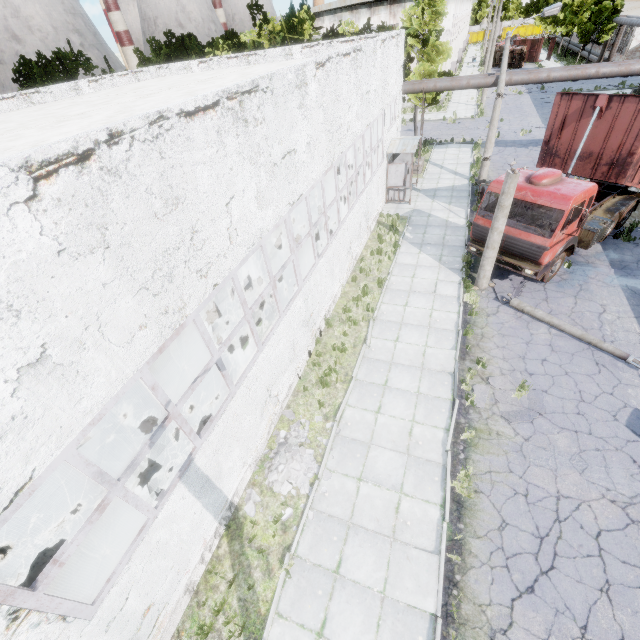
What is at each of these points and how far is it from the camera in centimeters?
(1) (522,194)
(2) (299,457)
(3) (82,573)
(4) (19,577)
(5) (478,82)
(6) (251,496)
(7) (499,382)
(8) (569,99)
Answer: (1) truck, 1101cm
(2) concrete debris, 865cm
(3) boiler group, 527cm
(4) boiler group, 494cm
(5) pipe, 1880cm
(6) concrete debris, 816cm
(7) asphalt debris, 970cm
(8) truck dump body, 1138cm

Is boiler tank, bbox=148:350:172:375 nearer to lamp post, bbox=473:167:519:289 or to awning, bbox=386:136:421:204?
lamp post, bbox=473:167:519:289

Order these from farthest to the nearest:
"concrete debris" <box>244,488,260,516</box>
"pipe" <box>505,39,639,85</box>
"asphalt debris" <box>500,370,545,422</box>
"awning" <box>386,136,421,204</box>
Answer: "awning" <box>386,136,421,204</box> < "pipe" <box>505,39,639,85</box> < "asphalt debris" <box>500,370,545,422</box> < "concrete debris" <box>244,488,260,516</box>

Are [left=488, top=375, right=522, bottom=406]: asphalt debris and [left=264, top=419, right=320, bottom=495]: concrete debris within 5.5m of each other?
yes

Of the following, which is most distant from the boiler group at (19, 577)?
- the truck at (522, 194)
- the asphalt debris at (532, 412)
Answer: the truck at (522, 194)

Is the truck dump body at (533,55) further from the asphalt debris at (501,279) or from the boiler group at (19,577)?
the boiler group at (19,577)

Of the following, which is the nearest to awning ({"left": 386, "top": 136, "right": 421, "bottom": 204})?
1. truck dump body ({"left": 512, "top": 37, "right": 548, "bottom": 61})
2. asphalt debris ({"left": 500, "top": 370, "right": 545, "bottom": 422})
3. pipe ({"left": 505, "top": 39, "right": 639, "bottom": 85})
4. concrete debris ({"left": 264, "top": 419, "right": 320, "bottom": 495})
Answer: pipe ({"left": 505, "top": 39, "right": 639, "bottom": 85})

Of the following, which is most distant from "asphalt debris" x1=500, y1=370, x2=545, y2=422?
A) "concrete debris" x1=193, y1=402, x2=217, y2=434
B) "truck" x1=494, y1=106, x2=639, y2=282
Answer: "concrete debris" x1=193, y1=402, x2=217, y2=434
